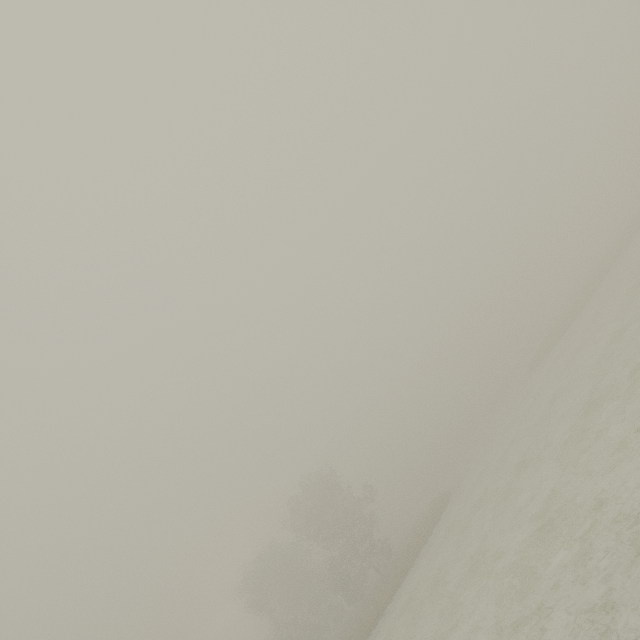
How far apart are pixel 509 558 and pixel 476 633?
2.43m
